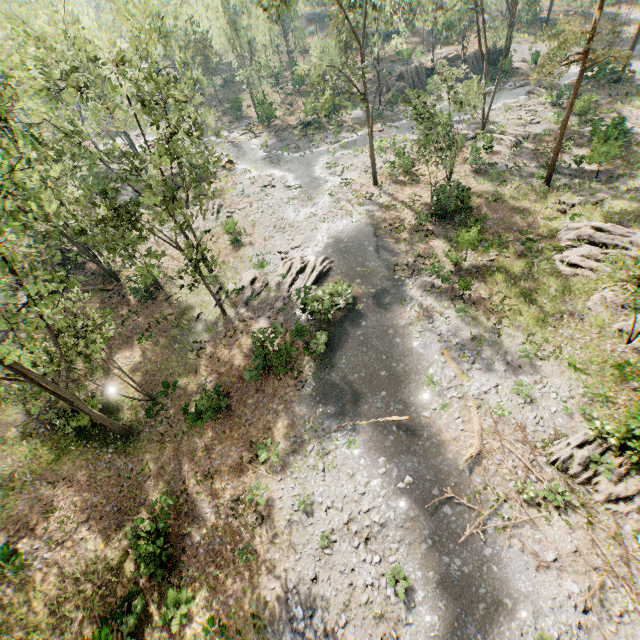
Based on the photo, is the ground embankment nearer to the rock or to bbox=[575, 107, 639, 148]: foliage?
bbox=[575, 107, 639, 148]: foliage

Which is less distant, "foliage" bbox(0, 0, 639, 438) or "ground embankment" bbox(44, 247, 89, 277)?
"foliage" bbox(0, 0, 639, 438)

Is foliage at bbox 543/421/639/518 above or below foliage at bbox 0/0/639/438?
below

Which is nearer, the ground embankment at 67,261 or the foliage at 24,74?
the foliage at 24,74

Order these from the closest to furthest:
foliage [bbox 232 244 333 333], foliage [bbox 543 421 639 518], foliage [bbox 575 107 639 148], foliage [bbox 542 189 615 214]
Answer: foliage [bbox 543 421 639 518] < foliage [bbox 542 189 615 214] < foliage [bbox 232 244 333 333] < foliage [bbox 575 107 639 148]

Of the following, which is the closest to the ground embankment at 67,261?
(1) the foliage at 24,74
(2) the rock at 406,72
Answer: (1) the foliage at 24,74

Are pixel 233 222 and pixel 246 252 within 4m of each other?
yes
